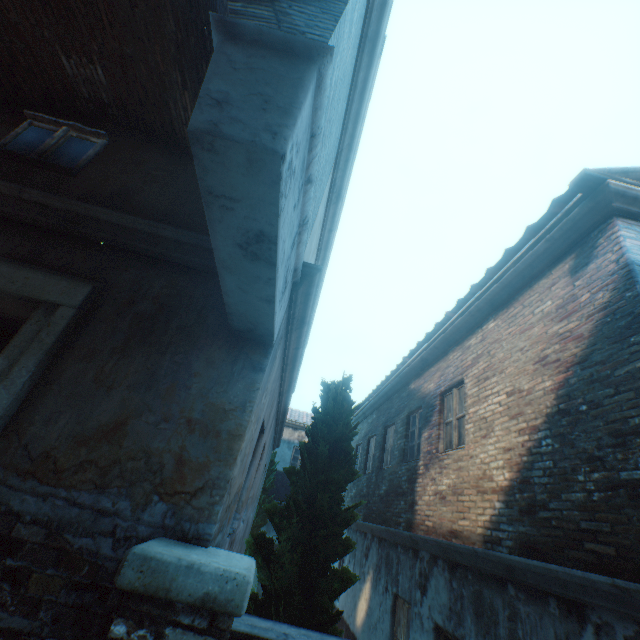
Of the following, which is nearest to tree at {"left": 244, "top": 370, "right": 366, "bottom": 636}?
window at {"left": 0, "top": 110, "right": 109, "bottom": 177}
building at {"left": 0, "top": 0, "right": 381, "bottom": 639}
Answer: window at {"left": 0, "top": 110, "right": 109, "bottom": 177}

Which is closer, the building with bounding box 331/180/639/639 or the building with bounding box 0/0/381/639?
the building with bounding box 0/0/381/639

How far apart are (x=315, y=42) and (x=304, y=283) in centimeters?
199cm

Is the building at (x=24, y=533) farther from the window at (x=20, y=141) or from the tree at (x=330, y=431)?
the tree at (x=330, y=431)

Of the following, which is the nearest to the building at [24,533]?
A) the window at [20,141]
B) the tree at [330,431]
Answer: the window at [20,141]

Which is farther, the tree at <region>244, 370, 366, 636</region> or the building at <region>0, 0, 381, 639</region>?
the tree at <region>244, 370, 366, 636</region>

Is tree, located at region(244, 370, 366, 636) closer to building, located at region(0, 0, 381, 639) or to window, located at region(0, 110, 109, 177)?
window, located at region(0, 110, 109, 177)
